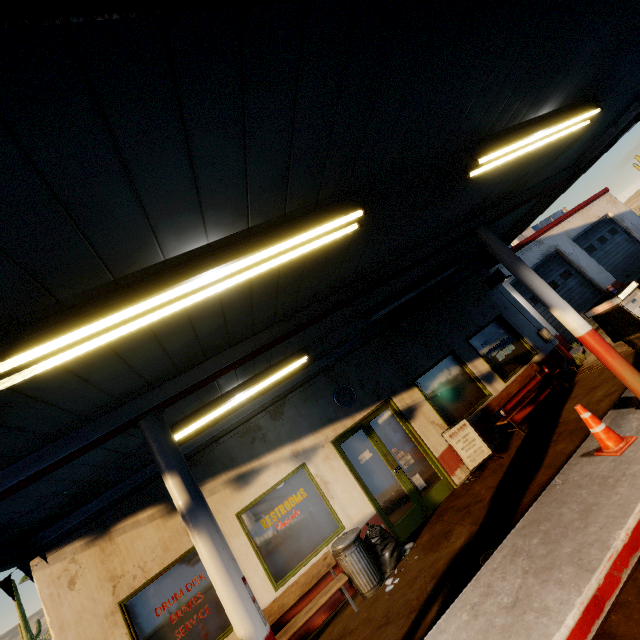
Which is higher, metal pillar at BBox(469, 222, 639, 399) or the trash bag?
metal pillar at BBox(469, 222, 639, 399)

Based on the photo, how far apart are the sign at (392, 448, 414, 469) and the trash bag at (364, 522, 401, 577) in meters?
1.4

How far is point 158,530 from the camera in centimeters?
625cm

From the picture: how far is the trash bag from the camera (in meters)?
6.16

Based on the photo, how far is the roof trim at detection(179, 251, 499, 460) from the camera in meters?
7.0

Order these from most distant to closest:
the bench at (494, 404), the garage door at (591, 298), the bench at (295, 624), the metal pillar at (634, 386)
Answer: the garage door at (591, 298)
the bench at (494, 404)
the bench at (295, 624)
the metal pillar at (634, 386)

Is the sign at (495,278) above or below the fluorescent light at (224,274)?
below

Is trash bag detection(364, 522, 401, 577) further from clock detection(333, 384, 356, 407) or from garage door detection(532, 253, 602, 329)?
garage door detection(532, 253, 602, 329)
